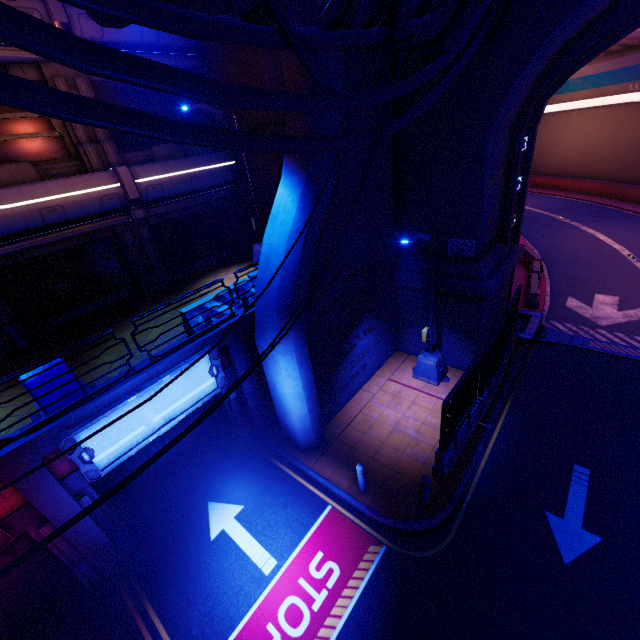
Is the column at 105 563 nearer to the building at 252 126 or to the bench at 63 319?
the bench at 63 319

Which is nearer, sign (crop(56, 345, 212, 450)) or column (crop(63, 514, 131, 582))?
sign (crop(56, 345, 212, 450))

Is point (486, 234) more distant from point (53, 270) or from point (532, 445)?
point (53, 270)

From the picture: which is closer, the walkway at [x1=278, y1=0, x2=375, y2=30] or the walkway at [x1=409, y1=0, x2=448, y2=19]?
the walkway at [x1=278, y1=0, x2=375, y2=30]

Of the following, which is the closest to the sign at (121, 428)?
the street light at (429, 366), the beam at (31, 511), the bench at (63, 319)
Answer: the beam at (31, 511)

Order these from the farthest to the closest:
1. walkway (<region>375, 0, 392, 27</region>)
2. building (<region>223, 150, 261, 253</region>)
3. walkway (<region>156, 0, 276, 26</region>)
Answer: building (<region>223, 150, 261, 253</region>), walkway (<region>375, 0, 392, 27</region>), walkway (<region>156, 0, 276, 26</region>)

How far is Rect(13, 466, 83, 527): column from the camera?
6.4m

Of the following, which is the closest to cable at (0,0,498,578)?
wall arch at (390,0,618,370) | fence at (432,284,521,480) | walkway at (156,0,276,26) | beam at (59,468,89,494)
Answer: walkway at (156,0,276,26)
